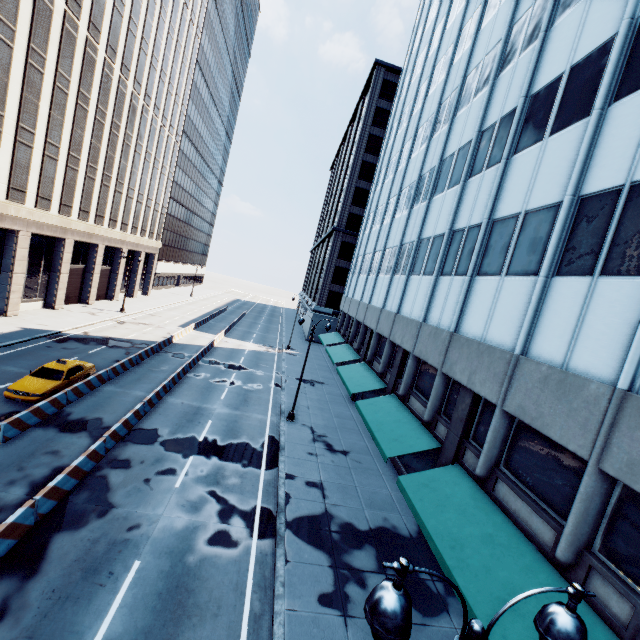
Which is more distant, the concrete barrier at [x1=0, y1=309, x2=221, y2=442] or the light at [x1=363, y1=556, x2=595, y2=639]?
the concrete barrier at [x1=0, y1=309, x2=221, y2=442]

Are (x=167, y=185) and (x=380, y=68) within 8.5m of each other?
no

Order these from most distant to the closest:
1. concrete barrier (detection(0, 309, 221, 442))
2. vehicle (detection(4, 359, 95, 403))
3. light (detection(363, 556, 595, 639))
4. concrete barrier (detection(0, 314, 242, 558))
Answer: vehicle (detection(4, 359, 95, 403)) < concrete barrier (detection(0, 309, 221, 442)) < concrete barrier (detection(0, 314, 242, 558)) < light (detection(363, 556, 595, 639))

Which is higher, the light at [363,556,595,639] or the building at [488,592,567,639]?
the light at [363,556,595,639]

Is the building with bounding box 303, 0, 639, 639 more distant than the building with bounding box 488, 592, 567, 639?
Yes

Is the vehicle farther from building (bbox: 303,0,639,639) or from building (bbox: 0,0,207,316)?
building (bbox: 303,0,639,639)

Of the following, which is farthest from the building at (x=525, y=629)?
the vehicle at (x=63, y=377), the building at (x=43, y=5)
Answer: the building at (x=43, y=5)

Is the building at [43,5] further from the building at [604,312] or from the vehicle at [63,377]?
the building at [604,312]
